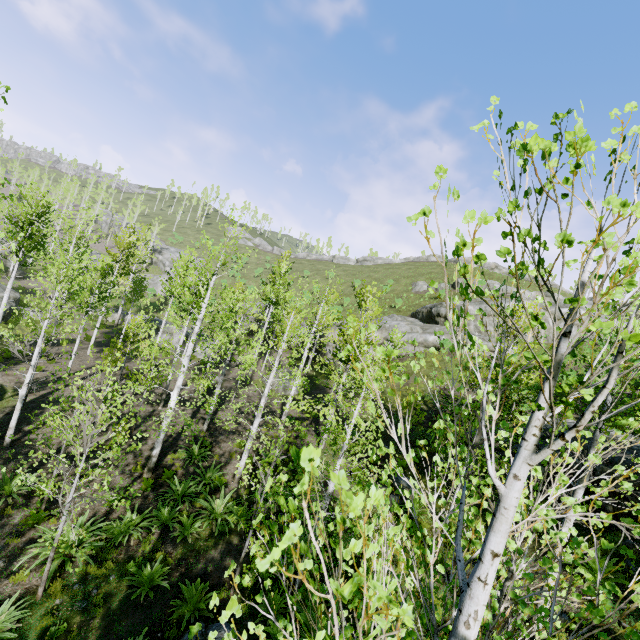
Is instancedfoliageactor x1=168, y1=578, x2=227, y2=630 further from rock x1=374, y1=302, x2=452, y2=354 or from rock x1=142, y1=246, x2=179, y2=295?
rock x1=374, y1=302, x2=452, y2=354

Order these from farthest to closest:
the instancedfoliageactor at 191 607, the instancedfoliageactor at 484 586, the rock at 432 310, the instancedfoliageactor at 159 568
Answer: the rock at 432 310, the instancedfoliageactor at 159 568, the instancedfoliageactor at 191 607, the instancedfoliageactor at 484 586

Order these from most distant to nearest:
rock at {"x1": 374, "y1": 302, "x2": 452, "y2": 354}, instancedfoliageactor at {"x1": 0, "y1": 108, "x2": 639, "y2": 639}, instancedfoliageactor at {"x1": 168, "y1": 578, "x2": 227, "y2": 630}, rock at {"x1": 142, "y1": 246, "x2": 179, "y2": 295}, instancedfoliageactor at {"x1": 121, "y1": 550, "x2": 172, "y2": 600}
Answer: rock at {"x1": 142, "y1": 246, "x2": 179, "y2": 295}, rock at {"x1": 374, "y1": 302, "x2": 452, "y2": 354}, instancedfoliageactor at {"x1": 121, "y1": 550, "x2": 172, "y2": 600}, instancedfoliageactor at {"x1": 168, "y1": 578, "x2": 227, "y2": 630}, instancedfoliageactor at {"x1": 0, "y1": 108, "x2": 639, "y2": 639}

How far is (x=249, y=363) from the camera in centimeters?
1230cm

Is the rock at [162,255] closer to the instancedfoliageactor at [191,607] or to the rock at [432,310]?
the instancedfoliageactor at [191,607]
